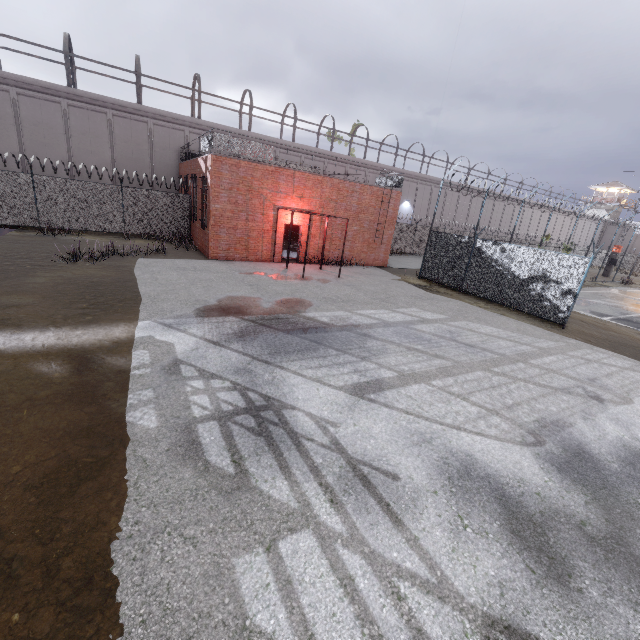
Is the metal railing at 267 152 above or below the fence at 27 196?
above

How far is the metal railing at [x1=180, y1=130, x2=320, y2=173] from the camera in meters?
15.1 m

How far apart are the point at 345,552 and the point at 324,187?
18.2 meters

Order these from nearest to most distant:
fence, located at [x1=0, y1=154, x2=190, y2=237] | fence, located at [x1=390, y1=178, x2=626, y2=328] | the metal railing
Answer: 1. fence, located at [x1=390, y1=178, x2=626, y2=328]
2. the metal railing
3. fence, located at [x1=0, y1=154, x2=190, y2=237]

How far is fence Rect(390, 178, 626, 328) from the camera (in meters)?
12.84

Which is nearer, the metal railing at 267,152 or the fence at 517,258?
the fence at 517,258

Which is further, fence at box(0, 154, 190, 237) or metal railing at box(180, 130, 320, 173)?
fence at box(0, 154, 190, 237)

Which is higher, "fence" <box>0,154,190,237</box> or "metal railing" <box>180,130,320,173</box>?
"metal railing" <box>180,130,320,173</box>
